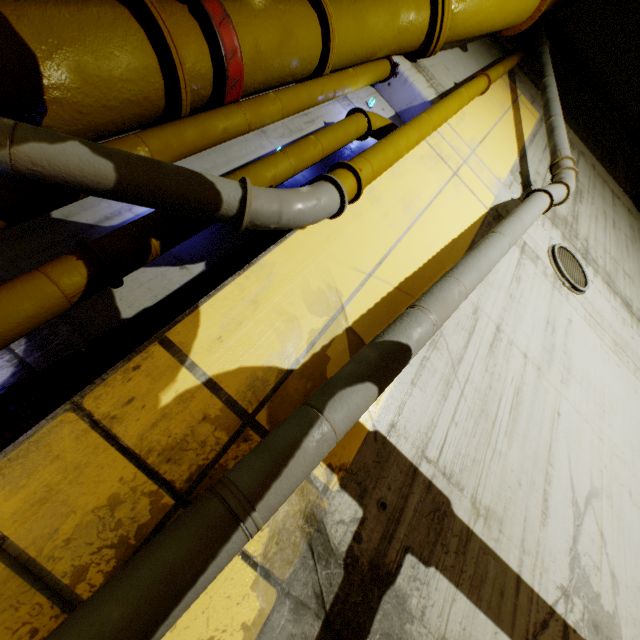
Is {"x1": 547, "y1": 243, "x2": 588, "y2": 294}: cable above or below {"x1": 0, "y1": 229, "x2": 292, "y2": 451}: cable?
above

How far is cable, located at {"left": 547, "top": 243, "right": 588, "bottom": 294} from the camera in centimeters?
445cm

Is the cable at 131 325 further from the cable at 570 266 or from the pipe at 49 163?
the cable at 570 266

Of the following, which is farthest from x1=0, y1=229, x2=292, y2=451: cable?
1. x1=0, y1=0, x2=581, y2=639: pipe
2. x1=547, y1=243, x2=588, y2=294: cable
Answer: x1=547, y1=243, x2=588, y2=294: cable

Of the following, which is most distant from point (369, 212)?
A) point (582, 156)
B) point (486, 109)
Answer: point (582, 156)

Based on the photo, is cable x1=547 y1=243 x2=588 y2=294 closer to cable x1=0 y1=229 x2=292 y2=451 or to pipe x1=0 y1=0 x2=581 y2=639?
pipe x1=0 y1=0 x2=581 y2=639
